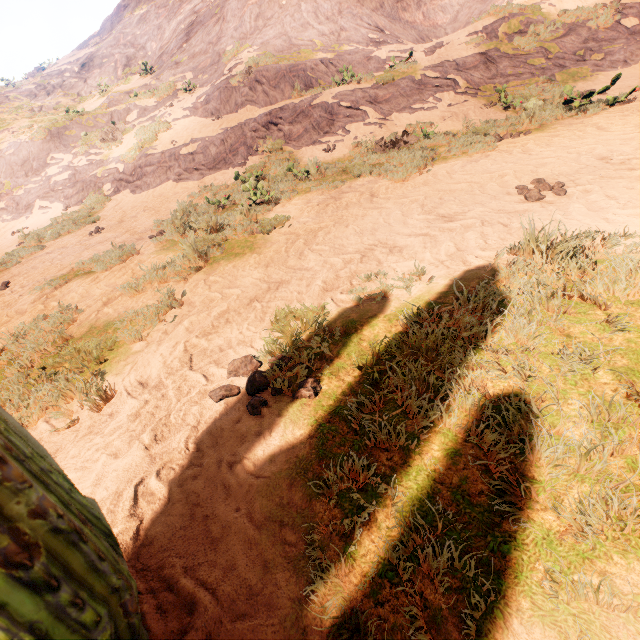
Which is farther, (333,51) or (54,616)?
(333,51)

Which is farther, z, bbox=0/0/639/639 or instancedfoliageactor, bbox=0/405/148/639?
z, bbox=0/0/639/639

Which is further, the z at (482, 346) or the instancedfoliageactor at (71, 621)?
the z at (482, 346)
